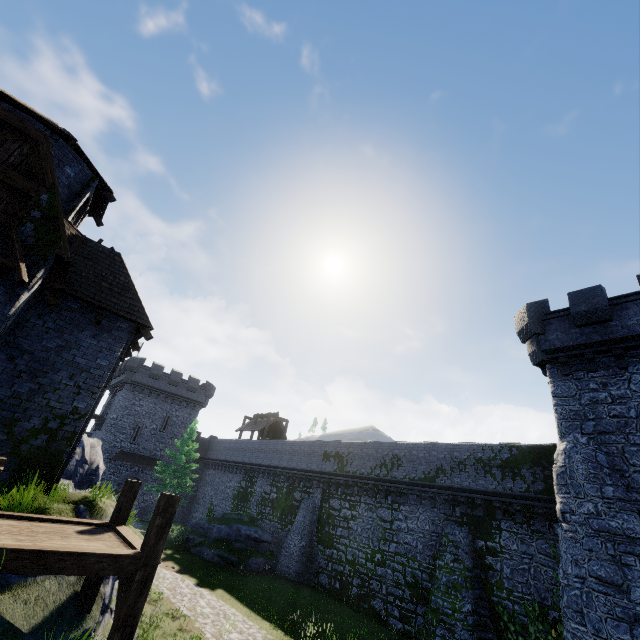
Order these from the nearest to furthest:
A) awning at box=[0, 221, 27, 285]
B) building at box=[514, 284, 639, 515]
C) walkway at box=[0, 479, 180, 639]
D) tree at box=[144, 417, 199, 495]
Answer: walkway at box=[0, 479, 180, 639] → awning at box=[0, 221, 27, 285] → building at box=[514, 284, 639, 515] → tree at box=[144, 417, 199, 495]

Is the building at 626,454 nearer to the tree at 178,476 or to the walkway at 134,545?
the walkway at 134,545

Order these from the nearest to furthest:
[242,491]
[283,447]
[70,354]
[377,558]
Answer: [70,354] → [377,558] → [283,447] → [242,491]

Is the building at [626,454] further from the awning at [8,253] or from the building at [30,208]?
the awning at [8,253]

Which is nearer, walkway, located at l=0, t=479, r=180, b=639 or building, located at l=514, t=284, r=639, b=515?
walkway, located at l=0, t=479, r=180, b=639

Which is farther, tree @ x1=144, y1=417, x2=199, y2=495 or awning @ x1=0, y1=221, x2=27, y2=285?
tree @ x1=144, y1=417, x2=199, y2=495

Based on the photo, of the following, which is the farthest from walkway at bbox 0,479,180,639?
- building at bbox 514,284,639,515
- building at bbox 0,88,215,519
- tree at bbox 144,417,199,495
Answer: tree at bbox 144,417,199,495

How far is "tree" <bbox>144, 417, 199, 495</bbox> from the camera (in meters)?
32.19
